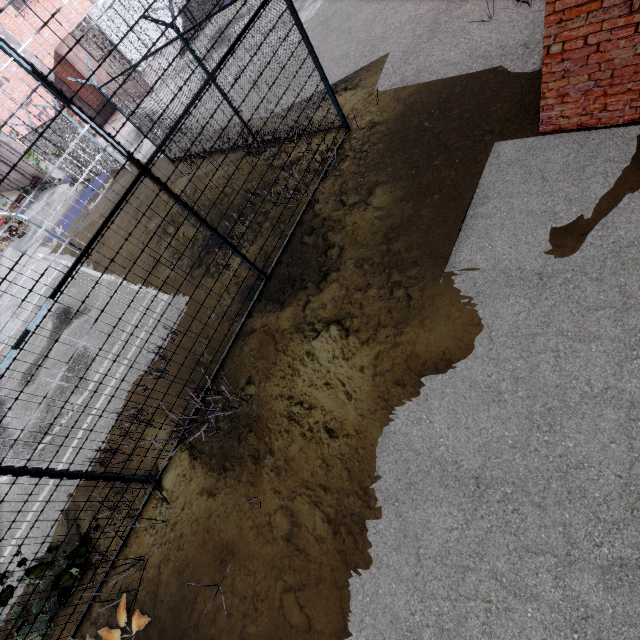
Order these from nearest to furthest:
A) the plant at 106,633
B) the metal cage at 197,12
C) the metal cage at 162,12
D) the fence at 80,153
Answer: the fence at 80,153
the plant at 106,633
the metal cage at 162,12
the metal cage at 197,12

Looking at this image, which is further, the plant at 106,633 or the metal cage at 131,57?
the metal cage at 131,57

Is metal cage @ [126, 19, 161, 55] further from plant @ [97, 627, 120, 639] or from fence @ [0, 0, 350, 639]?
plant @ [97, 627, 120, 639]

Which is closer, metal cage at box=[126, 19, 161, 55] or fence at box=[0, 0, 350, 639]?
fence at box=[0, 0, 350, 639]

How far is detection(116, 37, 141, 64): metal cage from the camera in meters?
17.7 m

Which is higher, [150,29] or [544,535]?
[150,29]

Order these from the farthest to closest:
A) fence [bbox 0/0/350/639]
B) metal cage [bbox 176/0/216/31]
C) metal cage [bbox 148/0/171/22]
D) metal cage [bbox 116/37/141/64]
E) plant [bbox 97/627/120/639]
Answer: metal cage [bbox 176/0/216/31] < metal cage [bbox 148/0/171/22] < metal cage [bbox 116/37/141/64] < plant [bbox 97/627/120/639] < fence [bbox 0/0/350/639]
